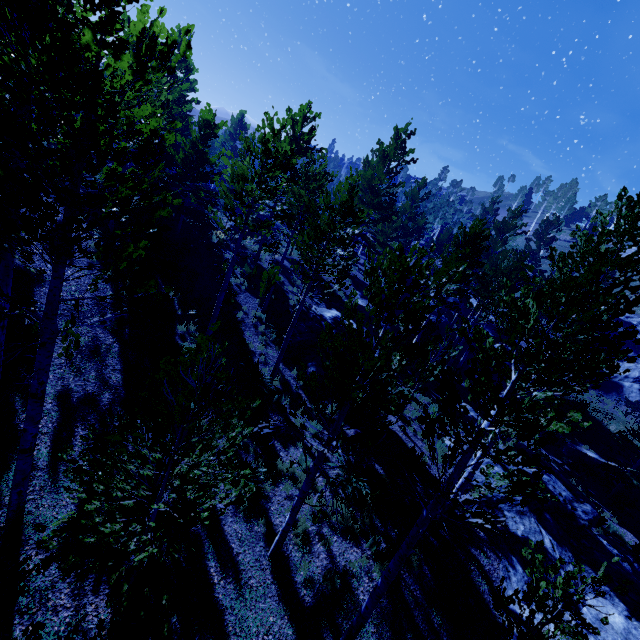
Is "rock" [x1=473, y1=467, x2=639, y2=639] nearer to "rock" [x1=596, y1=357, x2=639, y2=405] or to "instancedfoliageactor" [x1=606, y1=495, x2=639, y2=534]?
"instancedfoliageactor" [x1=606, y1=495, x2=639, y2=534]

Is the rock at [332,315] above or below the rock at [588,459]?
above

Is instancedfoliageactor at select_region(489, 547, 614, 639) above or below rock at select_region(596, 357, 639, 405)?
below

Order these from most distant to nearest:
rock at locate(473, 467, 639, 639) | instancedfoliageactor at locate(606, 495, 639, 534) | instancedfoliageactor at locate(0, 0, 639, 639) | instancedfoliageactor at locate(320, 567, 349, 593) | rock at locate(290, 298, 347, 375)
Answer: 1. instancedfoliageactor at locate(606, 495, 639, 534)
2. rock at locate(290, 298, 347, 375)
3. rock at locate(473, 467, 639, 639)
4. instancedfoliageactor at locate(320, 567, 349, 593)
5. instancedfoliageactor at locate(0, 0, 639, 639)

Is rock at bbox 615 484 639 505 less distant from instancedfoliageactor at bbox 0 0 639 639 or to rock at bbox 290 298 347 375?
instancedfoliageactor at bbox 0 0 639 639

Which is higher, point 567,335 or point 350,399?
point 567,335

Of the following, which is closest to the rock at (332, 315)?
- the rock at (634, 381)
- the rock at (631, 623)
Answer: the rock at (634, 381)

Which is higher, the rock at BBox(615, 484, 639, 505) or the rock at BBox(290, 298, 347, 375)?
the rock at BBox(290, 298, 347, 375)
